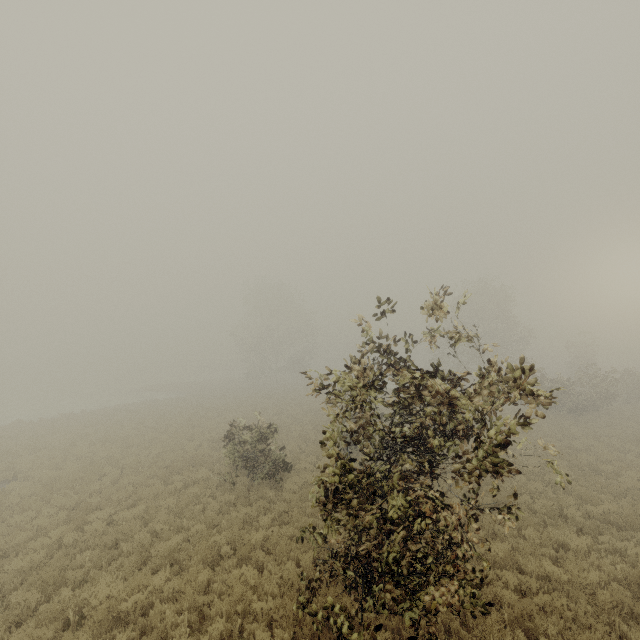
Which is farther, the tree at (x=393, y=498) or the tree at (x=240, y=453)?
the tree at (x=240, y=453)

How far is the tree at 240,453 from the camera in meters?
13.2 m

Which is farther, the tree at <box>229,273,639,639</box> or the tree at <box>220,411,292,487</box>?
the tree at <box>220,411,292,487</box>

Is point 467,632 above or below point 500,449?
below

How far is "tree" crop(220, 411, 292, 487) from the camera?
13.2m
